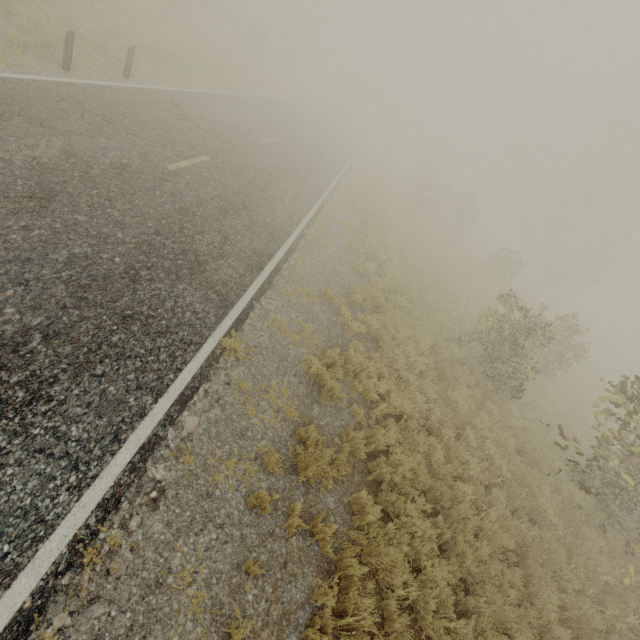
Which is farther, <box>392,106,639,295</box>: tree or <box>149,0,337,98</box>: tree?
<box>392,106,639,295</box>: tree

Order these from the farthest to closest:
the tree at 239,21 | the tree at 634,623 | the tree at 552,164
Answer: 1. the tree at 552,164
2. the tree at 239,21
3. the tree at 634,623

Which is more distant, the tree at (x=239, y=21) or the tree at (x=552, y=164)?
the tree at (x=552, y=164)

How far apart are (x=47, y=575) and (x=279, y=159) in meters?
14.9

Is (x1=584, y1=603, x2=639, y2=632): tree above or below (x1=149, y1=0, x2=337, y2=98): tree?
below

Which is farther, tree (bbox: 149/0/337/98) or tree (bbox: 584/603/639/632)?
tree (bbox: 149/0/337/98)

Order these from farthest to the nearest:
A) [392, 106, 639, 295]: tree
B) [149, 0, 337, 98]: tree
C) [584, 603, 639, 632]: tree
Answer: [392, 106, 639, 295]: tree < [149, 0, 337, 98]: tree < [584, 603, 639, 632]: tree
